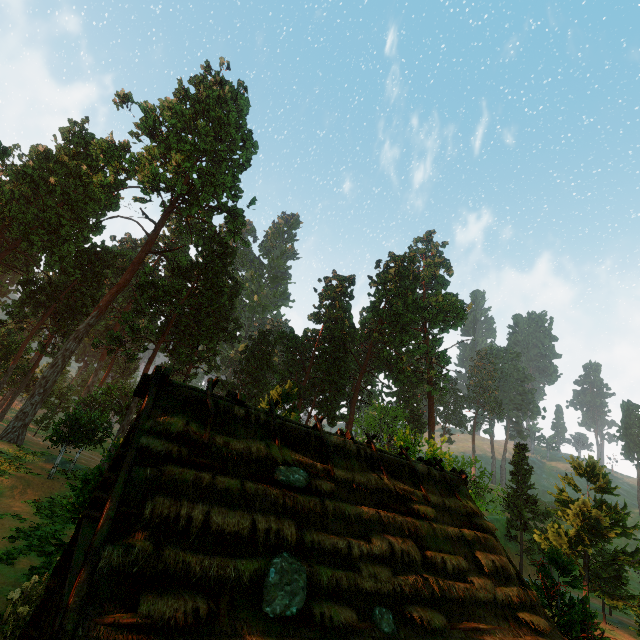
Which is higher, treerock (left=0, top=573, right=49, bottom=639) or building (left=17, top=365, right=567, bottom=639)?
building (left=17, top=365, right=567, bottom=639)

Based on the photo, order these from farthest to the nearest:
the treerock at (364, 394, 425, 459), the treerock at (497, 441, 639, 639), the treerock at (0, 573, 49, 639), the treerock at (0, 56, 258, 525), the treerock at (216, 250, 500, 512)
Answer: the treerock at (216, 250, 500, 512) < the treerock at (0, 56, 258, 525) < the treerock at (364, 394, 425, 459) < the treerock at (497, 441, 639, 639) < the treerock at (0, 573, 49, 639)

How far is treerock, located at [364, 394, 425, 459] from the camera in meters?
17.0 m

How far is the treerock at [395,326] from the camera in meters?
44.3

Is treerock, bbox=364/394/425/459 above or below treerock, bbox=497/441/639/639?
above

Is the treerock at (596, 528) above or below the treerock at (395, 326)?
below

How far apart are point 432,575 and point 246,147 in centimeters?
4998cm
